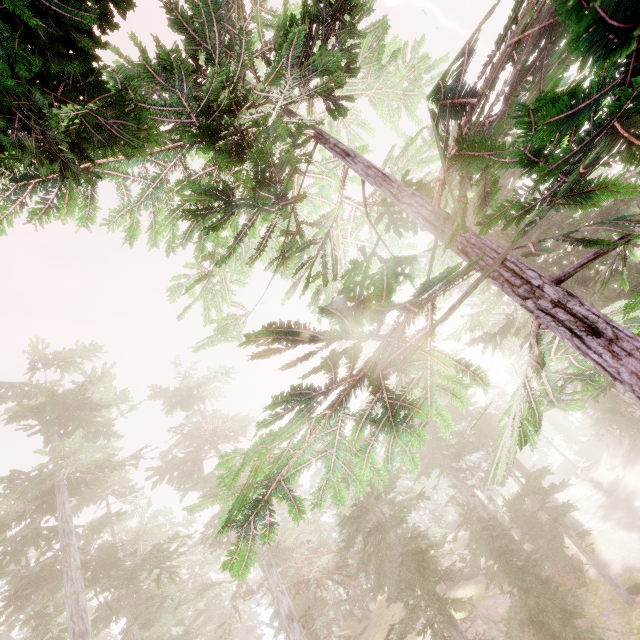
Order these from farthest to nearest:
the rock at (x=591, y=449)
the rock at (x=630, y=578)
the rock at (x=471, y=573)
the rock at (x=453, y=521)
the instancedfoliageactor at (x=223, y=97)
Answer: the rock at (x=453, y=521), the rock at (x=591, y=449), the rock at (x=471, y=573), the rock at (x=630, y=578), the instancedfoliageactor at (x=223, y=97)

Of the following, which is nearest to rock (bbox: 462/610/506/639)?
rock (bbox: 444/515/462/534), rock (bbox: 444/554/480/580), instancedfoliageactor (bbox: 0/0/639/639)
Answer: instancedfoliageactor (bbox: 0/0/639/639)

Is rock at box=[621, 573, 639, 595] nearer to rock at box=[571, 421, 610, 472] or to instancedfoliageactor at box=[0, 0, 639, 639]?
instancedfoliageactor at box=[0, 0, 639, 639]

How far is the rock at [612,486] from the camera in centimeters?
3115cm

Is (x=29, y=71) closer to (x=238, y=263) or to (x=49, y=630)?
(x=238, y=263)

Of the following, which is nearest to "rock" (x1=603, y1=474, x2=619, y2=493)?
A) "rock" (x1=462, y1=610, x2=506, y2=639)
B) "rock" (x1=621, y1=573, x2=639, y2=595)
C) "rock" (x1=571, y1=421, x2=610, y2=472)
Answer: "rock" (x1=571, y1=421, x2=610, y2=472)

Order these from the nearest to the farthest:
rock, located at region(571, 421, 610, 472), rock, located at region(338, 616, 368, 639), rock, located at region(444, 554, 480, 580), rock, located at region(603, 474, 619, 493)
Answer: rock, located at region(444, 554, 480, 580) < rock, located at region(603, 474, 619, 493) < rock, located at region(338, 616, 368, 639) < rock, located at region(571, 421, 610, 472)

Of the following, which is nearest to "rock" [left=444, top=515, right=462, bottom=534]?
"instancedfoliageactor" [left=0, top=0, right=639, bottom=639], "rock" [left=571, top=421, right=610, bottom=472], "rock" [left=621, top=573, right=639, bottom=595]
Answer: "instancedfoliageactor" [left=0, top=0, right=639, bottom=639]
